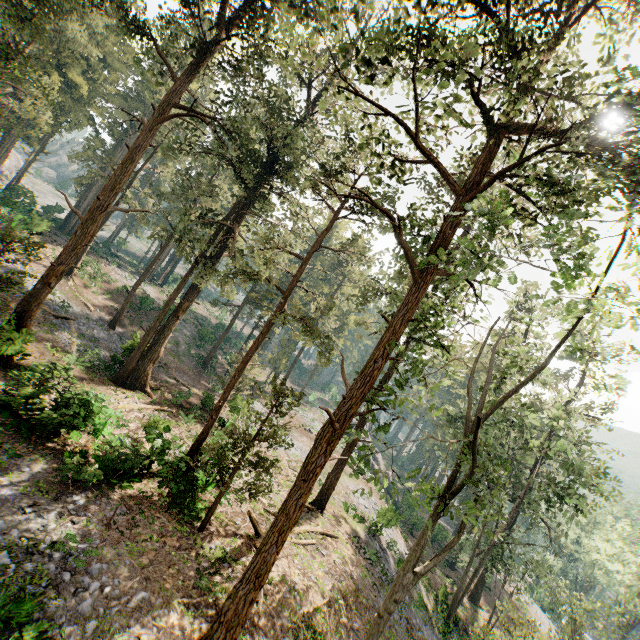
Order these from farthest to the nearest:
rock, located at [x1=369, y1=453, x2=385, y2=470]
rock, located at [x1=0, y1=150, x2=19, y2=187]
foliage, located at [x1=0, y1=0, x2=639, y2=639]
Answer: rock, located at [x1=0, y1=150, x2=19, y2=187] → rock, located at [x1=369, y1=453, x2=385, y2=470] → foliage, located at [x1=0, y1=0, x2=639, y2=639]

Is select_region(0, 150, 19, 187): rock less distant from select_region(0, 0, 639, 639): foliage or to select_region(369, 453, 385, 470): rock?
select_region(0, 0, 639, 639): foliage

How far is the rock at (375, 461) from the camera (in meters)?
45.38

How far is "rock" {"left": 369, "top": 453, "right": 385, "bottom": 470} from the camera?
45.38m

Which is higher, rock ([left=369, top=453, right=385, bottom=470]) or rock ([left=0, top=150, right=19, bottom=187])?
rock ([left=0, top=150, right=19, bottom=187])

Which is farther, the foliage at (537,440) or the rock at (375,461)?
the rock at (375,461)

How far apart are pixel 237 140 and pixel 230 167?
13.0 meters

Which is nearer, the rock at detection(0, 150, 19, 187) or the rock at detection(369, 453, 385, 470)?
the rock at detection(369, 453, 385, 470)
